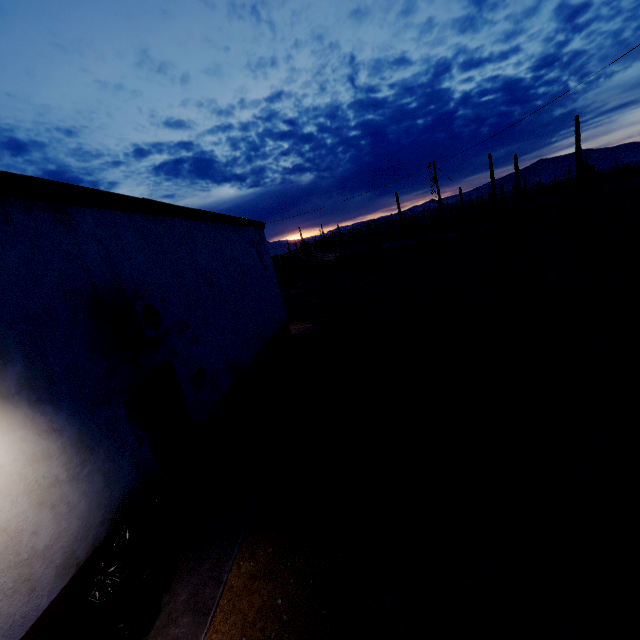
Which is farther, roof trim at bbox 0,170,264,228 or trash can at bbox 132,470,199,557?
trash can at bbox 132,470,199,557

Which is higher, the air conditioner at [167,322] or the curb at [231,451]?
the air conditioner at [167,322]

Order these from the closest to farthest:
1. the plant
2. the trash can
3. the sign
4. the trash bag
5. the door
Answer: the trash bag < the trash can < the door < the sign < the plant

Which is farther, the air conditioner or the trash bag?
the air conditioner

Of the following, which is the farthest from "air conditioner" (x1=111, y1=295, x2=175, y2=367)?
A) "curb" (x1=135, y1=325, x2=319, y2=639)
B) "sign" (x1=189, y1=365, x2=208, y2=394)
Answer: "curb" (x1=135, y1=325, x2=319, y2=639)

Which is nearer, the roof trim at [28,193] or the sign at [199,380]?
the roof trim at [28,193]

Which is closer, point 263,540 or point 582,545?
point 582,545

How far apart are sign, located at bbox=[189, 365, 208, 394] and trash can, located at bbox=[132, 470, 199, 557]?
1.8 meters
